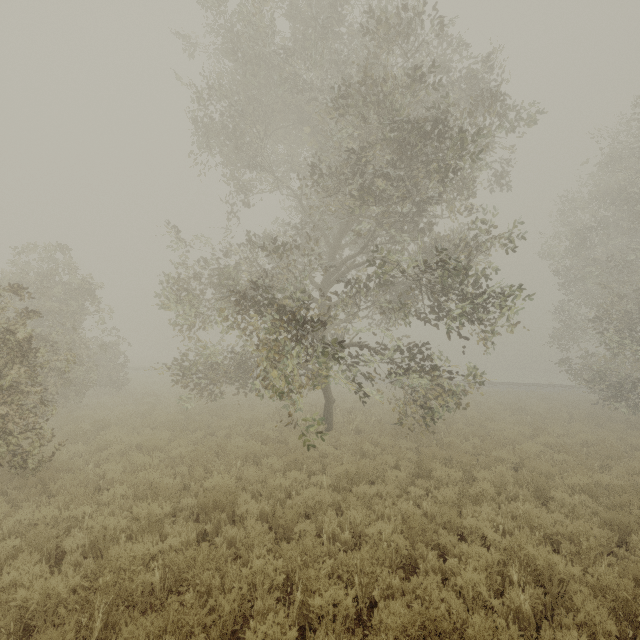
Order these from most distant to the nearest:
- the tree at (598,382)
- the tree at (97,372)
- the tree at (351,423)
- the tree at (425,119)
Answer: the tree at (598,382), the tree at (351,423), the tree at (425,119), the tree at (97,372)

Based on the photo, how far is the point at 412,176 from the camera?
9.7 meters

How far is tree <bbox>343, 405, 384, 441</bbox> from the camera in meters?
12.5 m

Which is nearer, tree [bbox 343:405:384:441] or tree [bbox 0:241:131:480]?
tree [bbox 0:241:131:480]

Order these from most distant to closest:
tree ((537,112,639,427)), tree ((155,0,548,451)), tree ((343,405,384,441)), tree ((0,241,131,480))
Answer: tree ((537,112,639,427)) < tree ((343,405,384,441)) < tree ((155,0,548,451)) < tree ((0,241,131,480))

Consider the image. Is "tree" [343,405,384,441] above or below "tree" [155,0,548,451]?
below

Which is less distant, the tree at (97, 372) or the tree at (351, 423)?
the tree at (97, 372)
